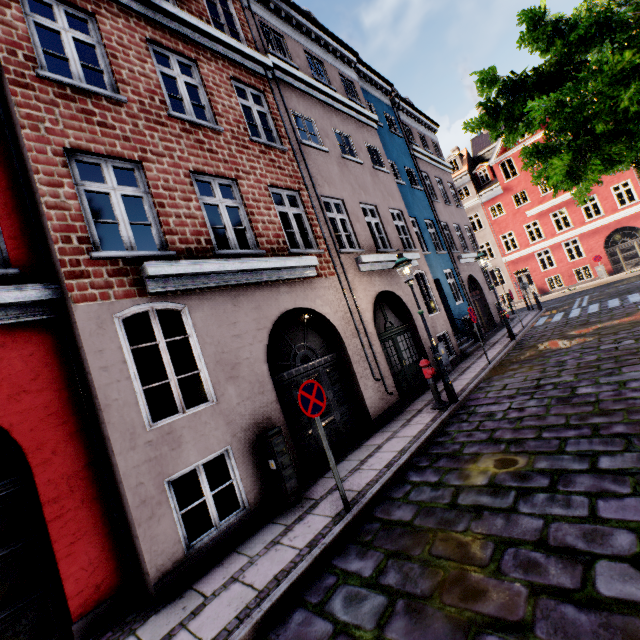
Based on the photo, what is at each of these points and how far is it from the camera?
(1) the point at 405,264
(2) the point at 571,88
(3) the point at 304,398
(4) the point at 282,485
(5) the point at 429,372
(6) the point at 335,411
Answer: (1) street light, 7.9m
(2) tree, 5.5m
(3) sign, 4.6m
(4) electrical box, 5.3m
(5) hydrant, 7.8m
(6) building, 7.5m

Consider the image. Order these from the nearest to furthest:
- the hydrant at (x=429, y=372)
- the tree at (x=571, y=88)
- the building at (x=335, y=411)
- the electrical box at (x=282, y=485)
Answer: the building at (x=335, y=411), the tree at (x=571, y=88), the electrical box at (x=282, y=485), the hydrant at (x=429, y=372)

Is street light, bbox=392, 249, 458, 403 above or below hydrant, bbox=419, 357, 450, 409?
above

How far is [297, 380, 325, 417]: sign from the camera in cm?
456

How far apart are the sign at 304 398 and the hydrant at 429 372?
3.8 meters

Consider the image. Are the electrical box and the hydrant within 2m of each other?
no

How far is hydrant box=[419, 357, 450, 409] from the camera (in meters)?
7.72

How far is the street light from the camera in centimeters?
775cm
